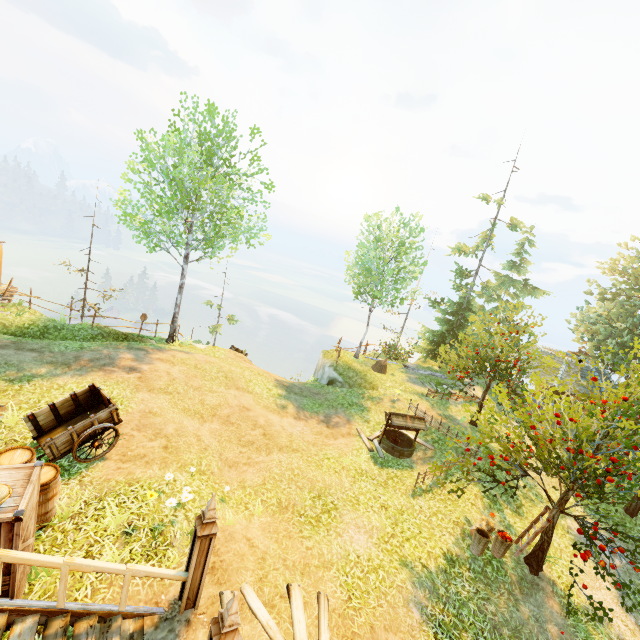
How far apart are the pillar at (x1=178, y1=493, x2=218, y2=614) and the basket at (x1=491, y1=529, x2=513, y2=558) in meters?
8.5

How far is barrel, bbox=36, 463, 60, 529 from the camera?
6.0m

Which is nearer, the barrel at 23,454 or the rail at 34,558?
the rail at 34,558

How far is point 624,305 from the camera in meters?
20.6 m

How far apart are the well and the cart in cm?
975

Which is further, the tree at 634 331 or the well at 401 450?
the well at 401 450

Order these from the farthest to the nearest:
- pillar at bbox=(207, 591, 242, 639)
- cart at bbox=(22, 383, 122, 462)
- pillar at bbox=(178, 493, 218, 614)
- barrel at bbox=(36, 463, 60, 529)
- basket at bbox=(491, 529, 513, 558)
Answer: basket at bbox=(491, 529, 513, 558)
cart at bbox=(22, 383, 122, 462)
barrel at bbox=(36, 463, 60, 529)
pillar at bbox=(178, 493, 218, 614)
pillar at bbox=(207, 591, 242, 639)

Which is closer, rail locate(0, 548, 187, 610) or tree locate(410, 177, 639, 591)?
rail locate(0, 548, 187, 610)
